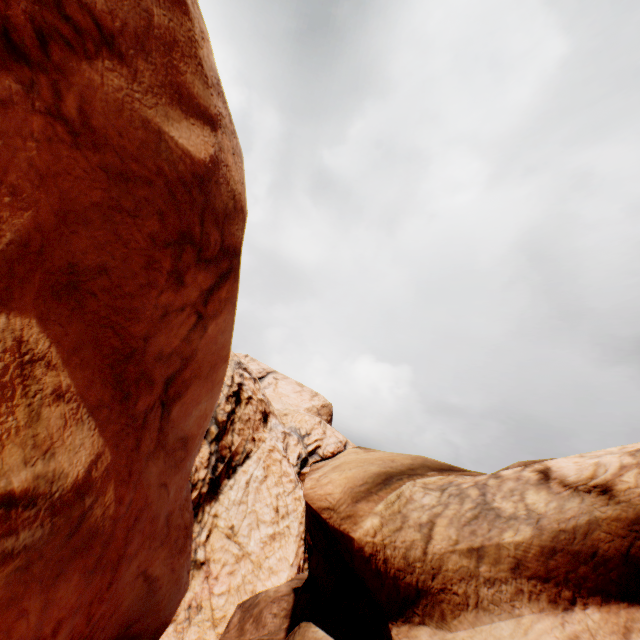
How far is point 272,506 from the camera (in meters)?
28.08
